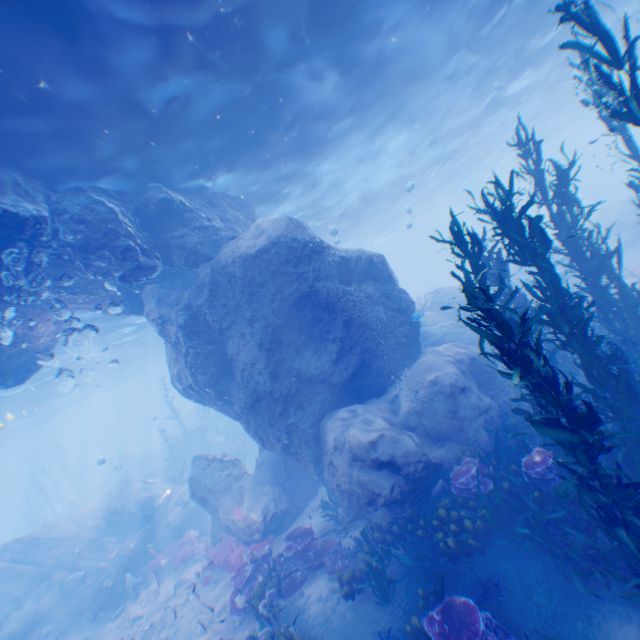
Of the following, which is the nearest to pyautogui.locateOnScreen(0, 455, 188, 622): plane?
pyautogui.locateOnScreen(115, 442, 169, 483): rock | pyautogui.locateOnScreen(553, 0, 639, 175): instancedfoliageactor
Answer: pyautogui.locateOnScreen(553, 0, 639, 175): instancedfoliageactor

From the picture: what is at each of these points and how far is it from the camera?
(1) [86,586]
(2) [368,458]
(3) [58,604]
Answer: (1) instancedfoliageactor, 15.21m
(2) rock, 8.48m
(3) rock, 15.10m

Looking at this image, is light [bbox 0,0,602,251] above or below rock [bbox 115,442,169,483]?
above

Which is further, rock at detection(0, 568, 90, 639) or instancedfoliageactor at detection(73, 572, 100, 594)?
instancedfoliageactor at detection(73, 572, 100, 594)

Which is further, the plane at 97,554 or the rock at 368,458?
the plane at 97,554

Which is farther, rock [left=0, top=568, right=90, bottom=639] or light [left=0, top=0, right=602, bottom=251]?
rock [left=0, top=568, right=90, bottom=639]

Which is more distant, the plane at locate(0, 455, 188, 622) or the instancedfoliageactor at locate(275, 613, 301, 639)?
the plane at locate(0, 455, 188, 622)

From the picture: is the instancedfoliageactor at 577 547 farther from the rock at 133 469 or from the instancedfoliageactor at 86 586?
the rock at 133 469
